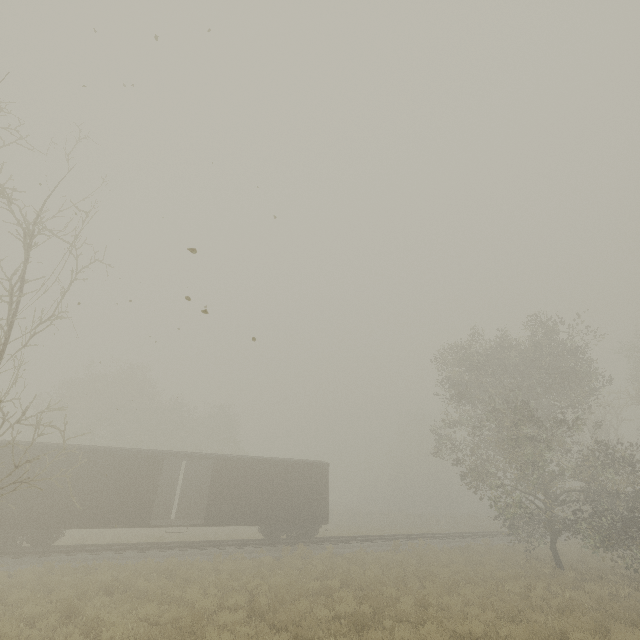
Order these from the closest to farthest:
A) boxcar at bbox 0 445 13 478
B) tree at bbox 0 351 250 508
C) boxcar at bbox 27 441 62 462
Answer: tree at bbox 0 351 250 508 → boxcar at bbox 0 445 13 478 → boxcar at bbox 27 441 62 462

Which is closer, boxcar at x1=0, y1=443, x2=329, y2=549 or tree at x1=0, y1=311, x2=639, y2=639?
tree at x1=0, y1=311, x2=639, y2=639

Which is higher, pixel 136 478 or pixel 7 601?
pixel 136 478

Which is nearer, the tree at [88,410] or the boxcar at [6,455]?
the tree at [88,410]

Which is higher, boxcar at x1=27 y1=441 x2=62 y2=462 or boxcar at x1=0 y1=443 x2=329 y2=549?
boxcar at x1=27 y1=441 x2=62 y2=462

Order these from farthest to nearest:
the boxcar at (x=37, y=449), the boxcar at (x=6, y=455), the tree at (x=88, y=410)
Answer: the boxcar at (x=37, y=449) → the boxcar at (x=6, y=455) → the tree at (x=88, y=410)

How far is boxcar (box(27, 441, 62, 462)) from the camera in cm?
1616
